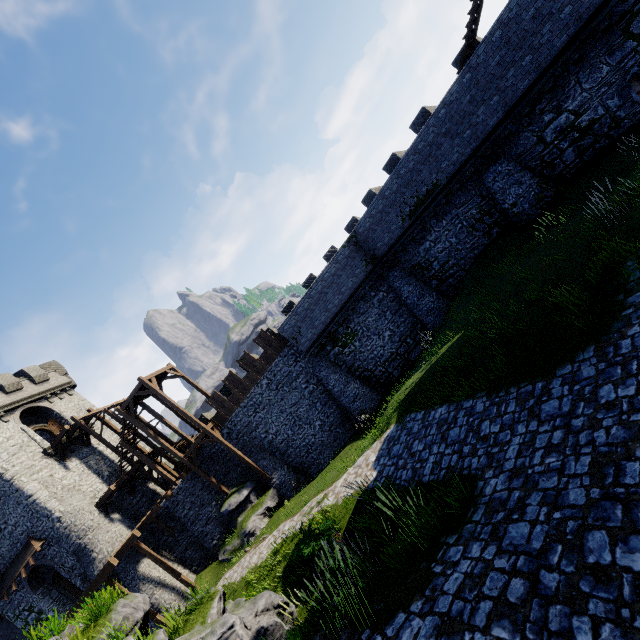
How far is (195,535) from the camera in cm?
2359

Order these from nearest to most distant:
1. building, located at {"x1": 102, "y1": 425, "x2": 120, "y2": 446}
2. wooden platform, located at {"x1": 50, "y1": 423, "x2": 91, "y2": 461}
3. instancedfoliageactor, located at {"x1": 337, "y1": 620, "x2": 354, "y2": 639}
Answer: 1. instancedfoliageactor, located at {"x1": 337, "y1": 620, "x2": 354, "y2": 639}
2. wooden platform, located at {"x1": 50, "y1": 423, "x2": 91, "y2": 461}
3. building, located at {"x1": 102, "y1": 425, "x2": 120, "y2": 446}

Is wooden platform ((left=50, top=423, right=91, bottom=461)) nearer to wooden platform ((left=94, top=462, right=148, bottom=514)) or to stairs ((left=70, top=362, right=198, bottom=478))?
stairs ((left=70, top=362, right=198, bottom=478))

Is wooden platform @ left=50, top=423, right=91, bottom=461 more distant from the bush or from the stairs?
the bush

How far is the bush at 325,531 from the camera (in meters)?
9.44

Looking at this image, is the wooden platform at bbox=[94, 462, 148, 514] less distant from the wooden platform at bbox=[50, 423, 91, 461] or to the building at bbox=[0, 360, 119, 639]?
the building at bbox=[0, 360, 119, 639]

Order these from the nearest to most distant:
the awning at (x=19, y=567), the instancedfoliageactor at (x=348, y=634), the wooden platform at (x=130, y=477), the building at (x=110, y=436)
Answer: the instancedfoliageactor at (x=348, y=634) < the awning at (x=19, y=567) < the wooden platform at (x=130, y=477) < the building at (x=110, y=436)

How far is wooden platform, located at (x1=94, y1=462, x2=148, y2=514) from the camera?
23.3m
